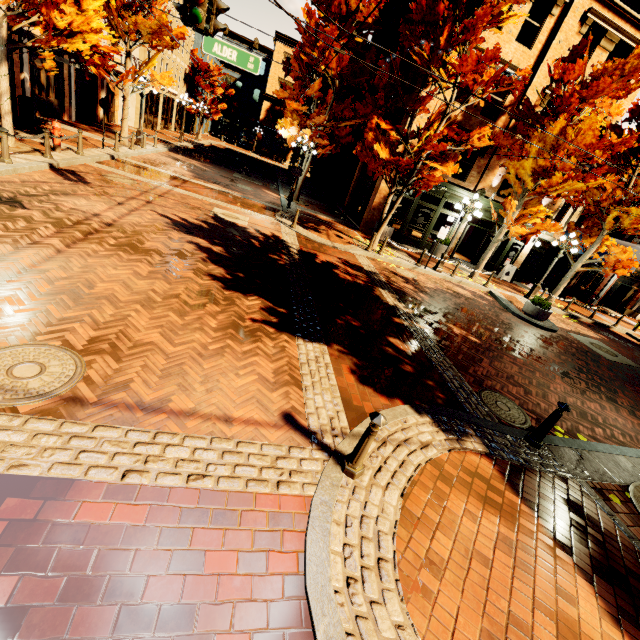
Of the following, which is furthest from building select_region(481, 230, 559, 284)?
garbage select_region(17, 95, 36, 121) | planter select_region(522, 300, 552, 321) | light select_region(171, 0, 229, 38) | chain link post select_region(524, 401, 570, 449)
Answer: garbage select_region(17, 95, 36, 121)

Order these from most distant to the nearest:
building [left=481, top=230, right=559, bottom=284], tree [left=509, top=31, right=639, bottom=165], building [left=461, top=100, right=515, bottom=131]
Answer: building [left=481, top=230, right=559, bottom=284] → building [left=461, top=100, right=515, bottom=131] → tree [left=509, top=31, right=639, bottom=165]

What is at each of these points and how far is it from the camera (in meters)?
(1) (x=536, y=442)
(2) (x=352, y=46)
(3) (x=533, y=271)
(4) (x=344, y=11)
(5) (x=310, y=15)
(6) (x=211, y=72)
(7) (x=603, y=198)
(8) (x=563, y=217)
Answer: (1) chain link post, 5.22
(2) tree, 17.25
(3) building, 21.33
(4) tree, 15.05
(5) tree, 15.28
(6) tree, 36.62
(7) tree, 15.23
(8) building, 19.84

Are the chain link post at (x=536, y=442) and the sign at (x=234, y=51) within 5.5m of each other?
no

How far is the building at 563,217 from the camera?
18.83m

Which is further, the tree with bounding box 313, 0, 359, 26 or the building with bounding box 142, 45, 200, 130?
the building with bounding box 142, 45, 200, 130

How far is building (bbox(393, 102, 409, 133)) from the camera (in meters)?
15.65

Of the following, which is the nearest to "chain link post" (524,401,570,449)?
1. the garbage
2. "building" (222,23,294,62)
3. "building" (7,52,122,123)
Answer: "building" (7,52,122,123)
